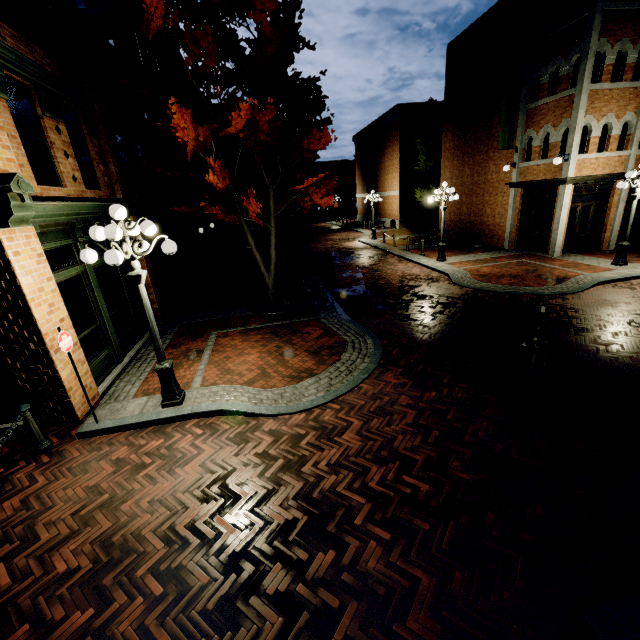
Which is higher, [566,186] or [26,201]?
[26,201]

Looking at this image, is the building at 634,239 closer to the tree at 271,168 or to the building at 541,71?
the tree at 271,168

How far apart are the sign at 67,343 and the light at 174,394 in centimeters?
108cm

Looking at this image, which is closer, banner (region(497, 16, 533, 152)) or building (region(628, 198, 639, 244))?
banner (region(497, 16, 533, 152))

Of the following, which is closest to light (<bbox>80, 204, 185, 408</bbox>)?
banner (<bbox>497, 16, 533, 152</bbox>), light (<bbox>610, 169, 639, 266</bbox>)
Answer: light (<bbox>610, 169, 639, 266</bbox>)

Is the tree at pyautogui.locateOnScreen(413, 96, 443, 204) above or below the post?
above

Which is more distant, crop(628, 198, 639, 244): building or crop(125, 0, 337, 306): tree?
crop(628, 198, 639, 244): building

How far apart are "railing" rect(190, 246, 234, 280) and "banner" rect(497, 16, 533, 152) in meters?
14.8
